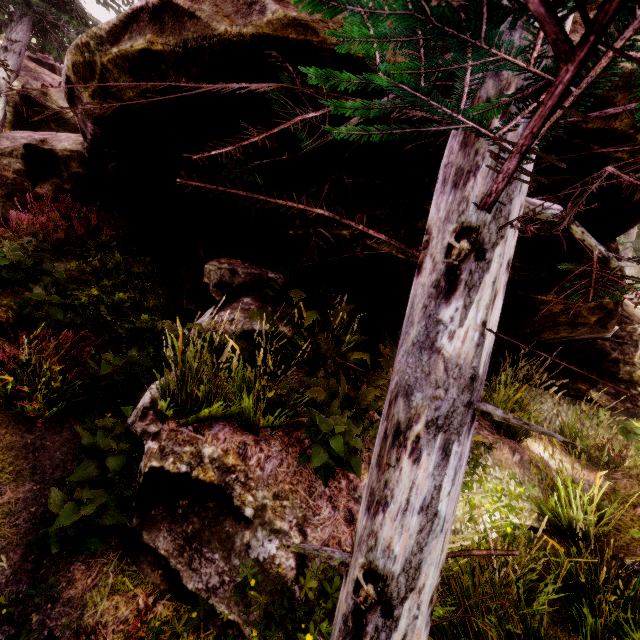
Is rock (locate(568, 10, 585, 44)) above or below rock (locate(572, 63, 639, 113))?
above

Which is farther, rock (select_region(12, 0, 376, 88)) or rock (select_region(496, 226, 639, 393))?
rock (select_region(496, 226, 639, 393))

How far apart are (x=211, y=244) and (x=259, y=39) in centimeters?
393cm

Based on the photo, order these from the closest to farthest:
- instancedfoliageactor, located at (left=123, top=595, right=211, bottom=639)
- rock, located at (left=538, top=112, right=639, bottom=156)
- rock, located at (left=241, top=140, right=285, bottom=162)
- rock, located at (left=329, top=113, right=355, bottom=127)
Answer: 1. instancedfoliageactor, located at (left=123, top=595, right=211, bottom=639)
2. rock, located at (left=538, top=112, right=639, bottom=156)
3. rock, located at (left=329, top=113, right=355, bottom=127)
4. rock, located at (left=241, top=140, right=285, bottom=162)

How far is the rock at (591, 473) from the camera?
4.88m
